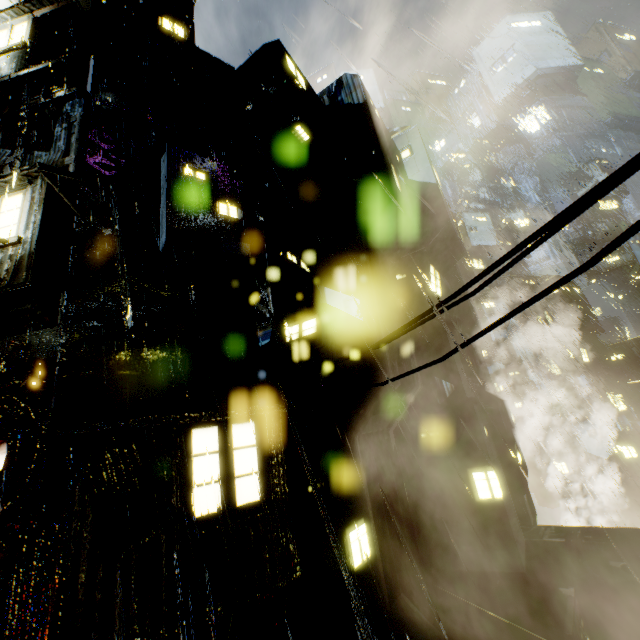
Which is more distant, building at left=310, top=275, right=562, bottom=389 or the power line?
building at left=310, top=275, right=562, bottom=389

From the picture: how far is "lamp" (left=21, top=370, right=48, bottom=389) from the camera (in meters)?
7.44

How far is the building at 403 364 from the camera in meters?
11.6

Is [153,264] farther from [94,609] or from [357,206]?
[357,206]

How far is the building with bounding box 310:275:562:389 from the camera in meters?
11.6 m

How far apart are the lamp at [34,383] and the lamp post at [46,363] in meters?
0.1

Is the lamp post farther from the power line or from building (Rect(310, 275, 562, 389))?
the power line

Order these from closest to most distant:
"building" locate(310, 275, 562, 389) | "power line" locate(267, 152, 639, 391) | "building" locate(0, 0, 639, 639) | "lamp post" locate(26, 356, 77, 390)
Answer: "power line" locate(267, 152, 639, 391) < "building" locate(0, 0, 639, 639) < "lamp post" locate(26, 356, 77, 390) < "building" locate(310, 275, 562, 389)
